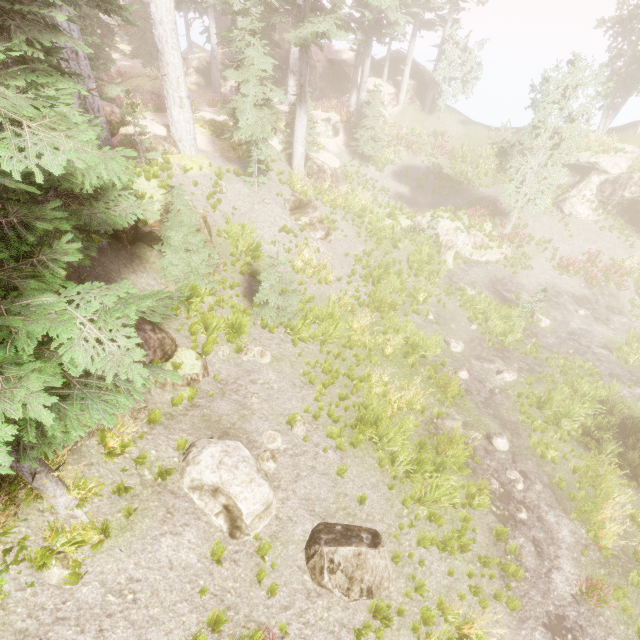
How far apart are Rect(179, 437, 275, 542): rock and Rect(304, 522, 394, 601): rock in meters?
0.8 m

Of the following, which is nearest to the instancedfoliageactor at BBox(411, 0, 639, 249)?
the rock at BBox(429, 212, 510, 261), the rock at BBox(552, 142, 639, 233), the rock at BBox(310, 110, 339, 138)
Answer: the rock at BBox(552, 142, 639, 233)

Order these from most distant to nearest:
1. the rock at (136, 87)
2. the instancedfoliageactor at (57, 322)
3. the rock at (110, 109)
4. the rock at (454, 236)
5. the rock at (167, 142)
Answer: the rock at (136, 87) → the rock at (454, 236) → the rock at (167, 142) → the rock at (110, 109) → the instancedfoliageactor at (57, 322)

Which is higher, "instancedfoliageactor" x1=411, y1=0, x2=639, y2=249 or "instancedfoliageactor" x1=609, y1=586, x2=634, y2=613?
"instancedfoliageactor" x1=411, y1=0, x2=639, y2=249

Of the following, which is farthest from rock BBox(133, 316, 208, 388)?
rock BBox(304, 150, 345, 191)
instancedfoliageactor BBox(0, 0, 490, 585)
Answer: rock BBox(304, 150, 345, 191)

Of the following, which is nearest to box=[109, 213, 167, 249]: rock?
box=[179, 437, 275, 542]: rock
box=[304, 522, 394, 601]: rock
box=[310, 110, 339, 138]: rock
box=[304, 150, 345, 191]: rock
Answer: box=[179, 437, 275, 542]: rock

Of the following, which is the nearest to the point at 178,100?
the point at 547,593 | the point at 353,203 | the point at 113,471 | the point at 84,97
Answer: the point at 84,97

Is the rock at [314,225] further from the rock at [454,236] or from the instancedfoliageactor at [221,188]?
the rock at [454,236]
